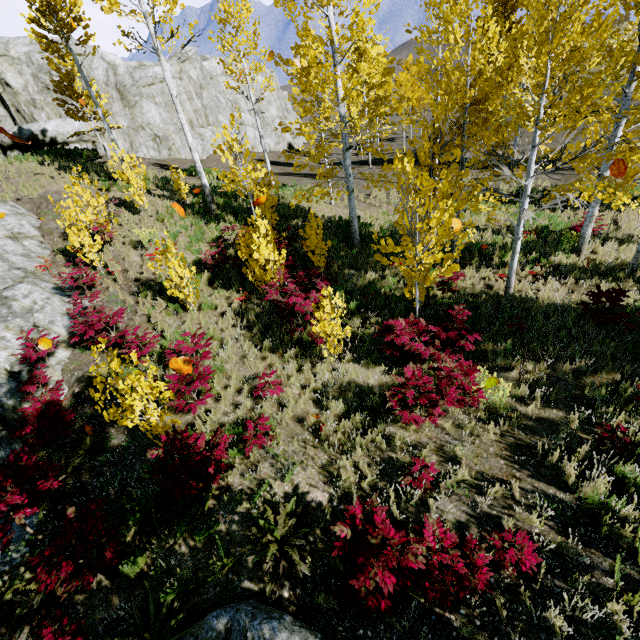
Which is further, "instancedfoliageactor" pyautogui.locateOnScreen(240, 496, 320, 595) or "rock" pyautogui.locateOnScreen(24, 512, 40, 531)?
"rock" pyautogui.locateOnScreen(24, 512, 40, 531)

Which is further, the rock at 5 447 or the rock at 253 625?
the rock at 5 447

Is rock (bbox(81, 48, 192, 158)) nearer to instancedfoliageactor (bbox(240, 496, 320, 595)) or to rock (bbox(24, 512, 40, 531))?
instancedfoliageactor (bbox(240, 496, 320, 595))

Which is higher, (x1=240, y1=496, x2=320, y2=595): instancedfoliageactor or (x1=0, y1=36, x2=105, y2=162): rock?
(x1=0, y1=36, x2=105, y2=162): rock

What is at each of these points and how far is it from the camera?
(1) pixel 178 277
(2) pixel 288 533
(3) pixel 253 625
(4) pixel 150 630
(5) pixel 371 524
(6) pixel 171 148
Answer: (1) instancedfoliageactor, 9.3m
(2) instancedfoliageactor, 4.3m
(3) rock, 3.4m
(4) instancedfoliageactor, 3.7m
(5) instancedfoliageactor, 3.9m
(6) rock, 25.4m

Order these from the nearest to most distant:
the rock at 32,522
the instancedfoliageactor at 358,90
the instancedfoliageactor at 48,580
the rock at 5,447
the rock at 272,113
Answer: the instancedfoliageactor at 48,580 → the rock at 32,522 → the instancedfoliageactor at 358,90 → the rock at 5,447 → the rock at 272,113

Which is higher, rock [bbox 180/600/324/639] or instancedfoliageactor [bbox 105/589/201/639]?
rock [bbox 180/600/324/639]

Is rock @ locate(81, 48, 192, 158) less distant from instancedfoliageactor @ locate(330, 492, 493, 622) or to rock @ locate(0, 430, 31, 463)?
rock @ locate(0, 430, 31, 463)
